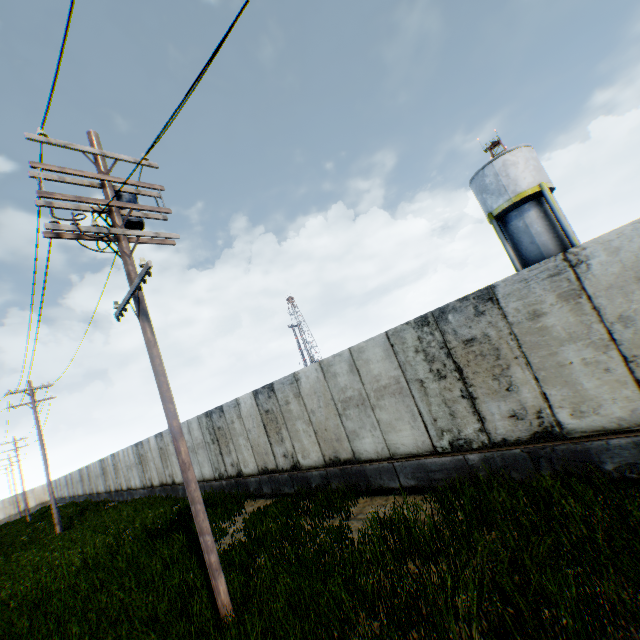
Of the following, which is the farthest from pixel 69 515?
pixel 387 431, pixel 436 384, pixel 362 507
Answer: pixel 436 384

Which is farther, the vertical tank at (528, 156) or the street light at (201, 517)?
the vertical tank at (528, 156)

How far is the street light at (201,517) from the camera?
5.5 meters

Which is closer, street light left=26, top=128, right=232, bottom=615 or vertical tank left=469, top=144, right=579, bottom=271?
street light left=26, top=128, right=232, bottom=615

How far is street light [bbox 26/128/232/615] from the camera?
5.5 meters

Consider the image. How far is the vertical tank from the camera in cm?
1973
